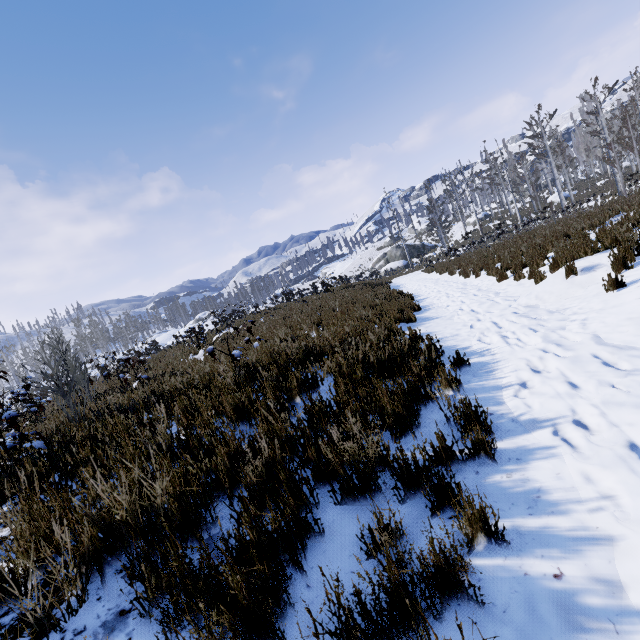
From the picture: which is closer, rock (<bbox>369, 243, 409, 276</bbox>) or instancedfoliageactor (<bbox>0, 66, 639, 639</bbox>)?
instancedfoliageactor (<bbox>0, 66, 639, 639</bbox>)

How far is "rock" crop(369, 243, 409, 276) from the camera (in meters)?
43.94

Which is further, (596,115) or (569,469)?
(596,115)

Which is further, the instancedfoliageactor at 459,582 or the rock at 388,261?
the rock at 388,261

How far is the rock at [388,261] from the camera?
43.94m
